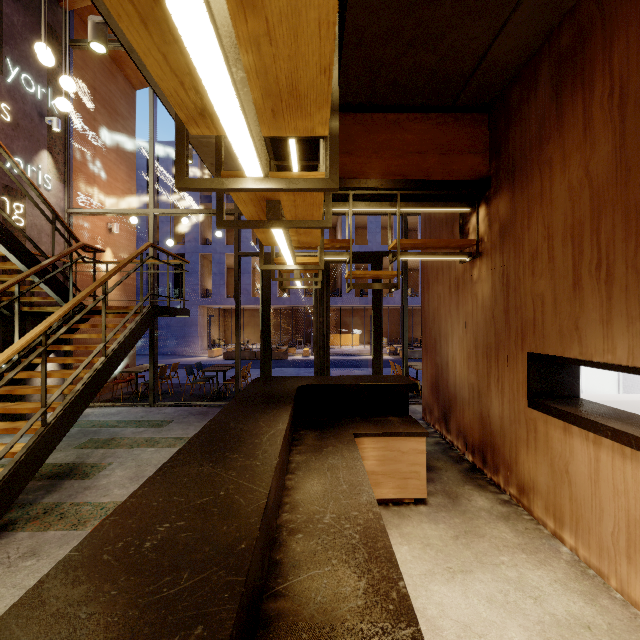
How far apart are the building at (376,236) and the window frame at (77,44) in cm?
1676

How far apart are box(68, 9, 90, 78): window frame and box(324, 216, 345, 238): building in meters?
16.8 m

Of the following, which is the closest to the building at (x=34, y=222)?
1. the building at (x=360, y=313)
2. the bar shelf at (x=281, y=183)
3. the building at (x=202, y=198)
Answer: the bar shelf at (x=281, y=183)

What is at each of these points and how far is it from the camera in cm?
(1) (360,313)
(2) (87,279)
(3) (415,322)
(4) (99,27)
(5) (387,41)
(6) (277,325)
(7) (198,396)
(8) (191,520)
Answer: (1) building, 3166
(2) building, 823
(3) building, 3275
(4) lamp, 296
(5) building, 302
(6) building, 3150
(7) building, 855
(8) bar counter, 123

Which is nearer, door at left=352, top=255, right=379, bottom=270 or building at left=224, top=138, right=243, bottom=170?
building at left=224, top=138, right=243, bottom=170
